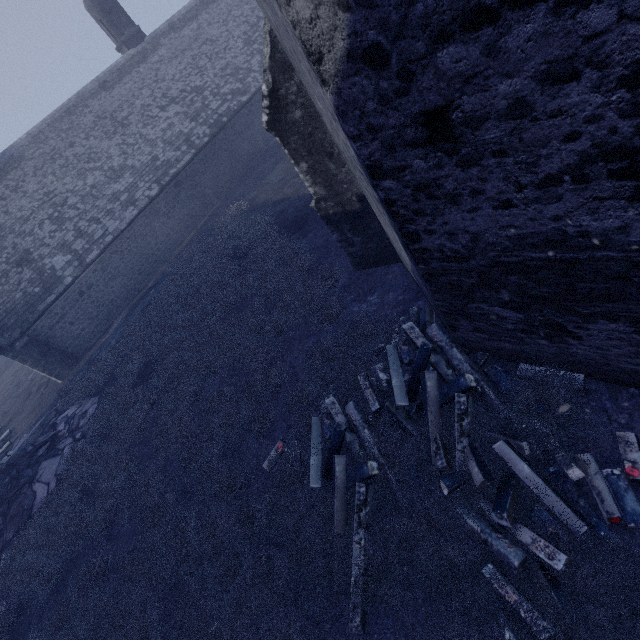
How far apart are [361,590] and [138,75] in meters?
29.6

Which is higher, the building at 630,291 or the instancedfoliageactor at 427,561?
the building at 630,291

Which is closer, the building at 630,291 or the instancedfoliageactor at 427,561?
the building at 630,291

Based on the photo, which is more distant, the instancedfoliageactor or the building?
the instancedfoliageactor

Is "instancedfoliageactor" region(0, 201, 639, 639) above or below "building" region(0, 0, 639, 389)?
below
